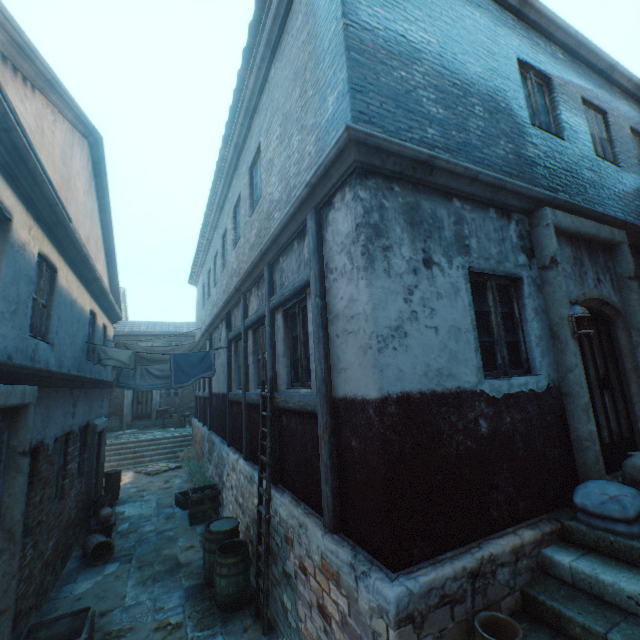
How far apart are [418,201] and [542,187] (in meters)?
2.75

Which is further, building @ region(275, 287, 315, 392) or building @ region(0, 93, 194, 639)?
building @ region(275, 287, 315, 392)

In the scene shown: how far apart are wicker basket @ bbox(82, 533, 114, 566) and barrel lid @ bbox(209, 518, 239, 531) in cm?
277

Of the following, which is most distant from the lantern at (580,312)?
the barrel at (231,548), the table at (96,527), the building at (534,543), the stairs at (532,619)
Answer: the table at (96,527)

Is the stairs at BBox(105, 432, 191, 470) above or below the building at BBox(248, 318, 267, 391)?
below

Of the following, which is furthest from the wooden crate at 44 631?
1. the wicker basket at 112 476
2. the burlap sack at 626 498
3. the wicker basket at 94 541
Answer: the wicker basket at 112 476

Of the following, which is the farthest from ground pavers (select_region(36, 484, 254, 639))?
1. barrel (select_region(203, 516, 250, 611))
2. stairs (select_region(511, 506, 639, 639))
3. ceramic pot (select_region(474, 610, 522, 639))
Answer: ceramic pot (select_region(474, 610, 522, 639))

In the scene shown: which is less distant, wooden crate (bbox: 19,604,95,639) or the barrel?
wooden crate (bbox: 19,604,95,639)
